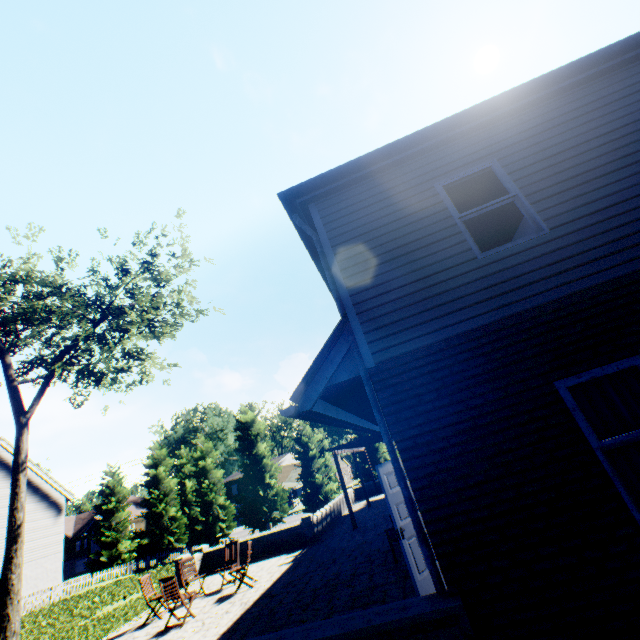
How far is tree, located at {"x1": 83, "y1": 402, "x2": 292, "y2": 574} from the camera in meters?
29.0 m

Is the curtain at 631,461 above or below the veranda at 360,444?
below

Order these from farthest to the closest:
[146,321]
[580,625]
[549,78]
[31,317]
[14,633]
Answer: [31,317], [146,321], [14,633], [549,78], [580,625]

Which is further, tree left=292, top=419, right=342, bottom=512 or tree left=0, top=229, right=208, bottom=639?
tree left=292, top=419, right=342, bottom=512

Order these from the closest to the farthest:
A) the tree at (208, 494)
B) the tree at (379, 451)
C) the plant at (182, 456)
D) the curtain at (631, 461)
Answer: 1. the curtain at (631, 461)
2. the tree at (379, 451)
3. the tree at (208, 494)
4. the plant at (182, 456)

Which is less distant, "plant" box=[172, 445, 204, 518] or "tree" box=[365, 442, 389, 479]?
"tree" box=[365, 442, 389, 479]

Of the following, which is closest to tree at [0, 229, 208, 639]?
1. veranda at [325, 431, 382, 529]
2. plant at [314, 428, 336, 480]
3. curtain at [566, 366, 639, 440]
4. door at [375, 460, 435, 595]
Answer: plant at [314, 428, 336, 480]
